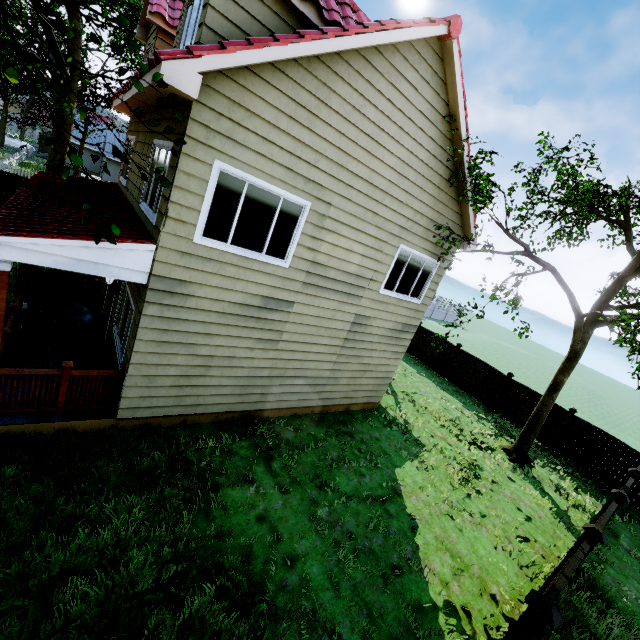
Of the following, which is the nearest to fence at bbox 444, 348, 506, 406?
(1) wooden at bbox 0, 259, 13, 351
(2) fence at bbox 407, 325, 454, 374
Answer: (2) fence at bbox 407, 325, 454, 374

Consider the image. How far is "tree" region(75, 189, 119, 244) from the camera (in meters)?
3.68

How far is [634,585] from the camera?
7.8 meters

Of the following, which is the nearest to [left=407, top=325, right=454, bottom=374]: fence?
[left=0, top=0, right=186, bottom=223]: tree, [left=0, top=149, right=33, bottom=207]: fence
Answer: [left=0, top=149, right=33, bottom=207]: fence

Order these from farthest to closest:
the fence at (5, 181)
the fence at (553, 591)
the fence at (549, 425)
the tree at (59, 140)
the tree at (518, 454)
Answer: the fence at (5, 181) < the fence at (549, 425) < the tree at (518, 454) < the fence at (553, 591) < the tree at (59, 140)

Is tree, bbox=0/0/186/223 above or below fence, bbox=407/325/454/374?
above

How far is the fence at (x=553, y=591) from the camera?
4.16m

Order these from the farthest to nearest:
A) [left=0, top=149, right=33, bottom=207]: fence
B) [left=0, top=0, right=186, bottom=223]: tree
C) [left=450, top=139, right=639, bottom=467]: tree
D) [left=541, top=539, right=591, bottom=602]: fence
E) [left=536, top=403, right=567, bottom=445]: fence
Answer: [left=0, top=149, right=33, bottom=207]: fence, [left=536, top=403, right=567, bottom=445]: fence, [left=450, top=139, right=639, bottom=467]: tree, [left=541, top=539, right=591, bottom=602]: fence, [left=0, top=0, right=186, bottom=223]: tree
